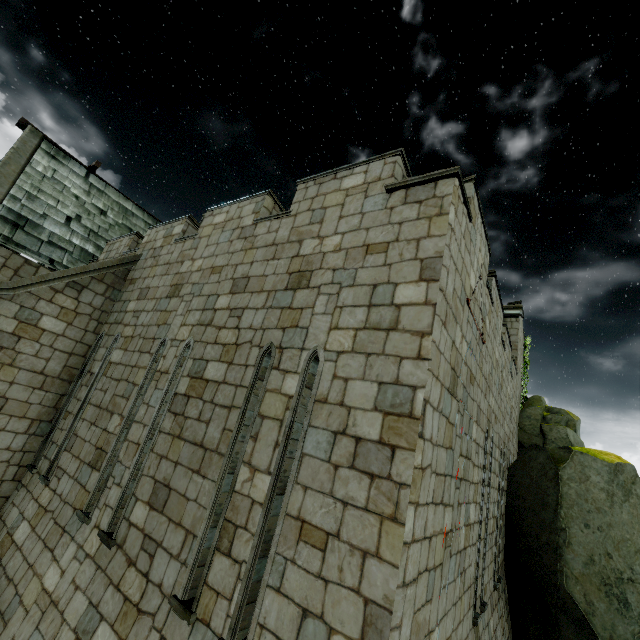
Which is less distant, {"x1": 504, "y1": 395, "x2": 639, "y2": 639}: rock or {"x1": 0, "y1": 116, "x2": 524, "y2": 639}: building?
A: {"x1": 0, "y1": 116, "x2": 524, "y2": 639}: building

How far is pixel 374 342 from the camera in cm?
427

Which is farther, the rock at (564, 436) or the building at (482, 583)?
the rock at (564, 436)
